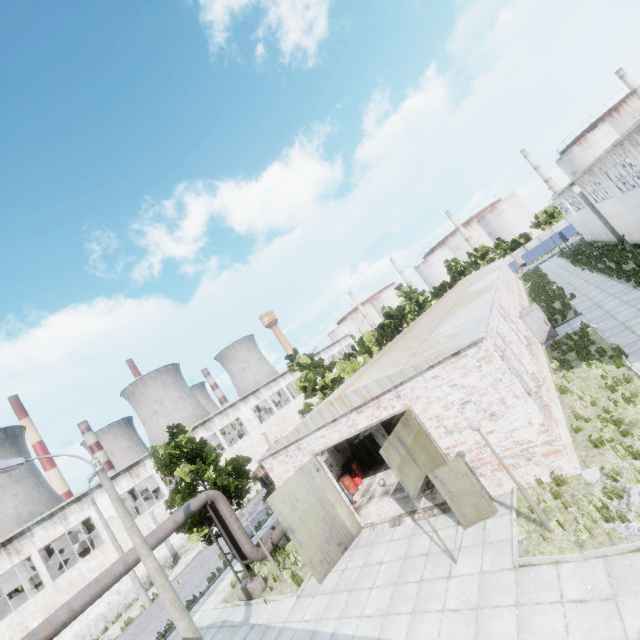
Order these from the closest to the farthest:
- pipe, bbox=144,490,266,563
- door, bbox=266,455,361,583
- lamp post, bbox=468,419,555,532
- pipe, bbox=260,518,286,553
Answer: lamp post, bbox=468,419,555,532, door, bbox=266,455,361,583, pipe, bbox=144,490,266,563, pipe, bbox=260,518,286,553

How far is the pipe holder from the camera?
15.1 meters

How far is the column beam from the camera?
19.30m

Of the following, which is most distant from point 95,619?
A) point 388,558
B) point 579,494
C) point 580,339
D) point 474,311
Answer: point 580,339

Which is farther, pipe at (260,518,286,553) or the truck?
the truck

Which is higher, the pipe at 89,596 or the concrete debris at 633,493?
the pipe at 89,596

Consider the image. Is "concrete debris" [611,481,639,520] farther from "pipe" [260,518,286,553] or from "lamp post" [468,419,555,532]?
"pipe" [260,518,286,553]

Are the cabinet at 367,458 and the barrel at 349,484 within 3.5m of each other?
yes
